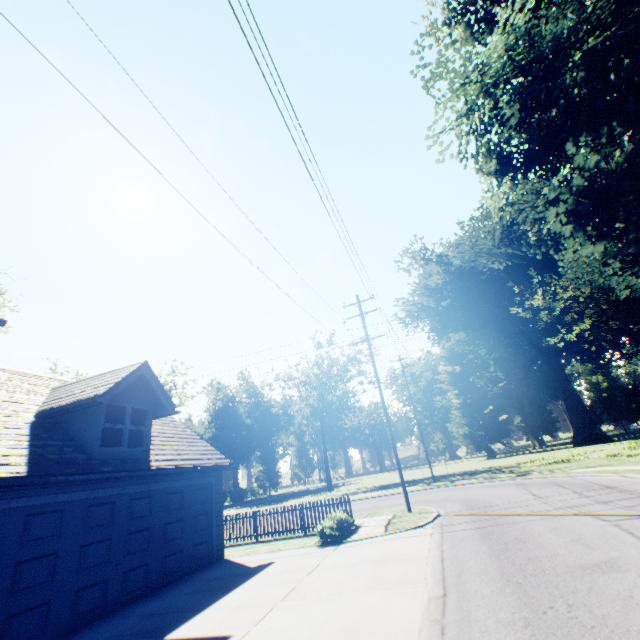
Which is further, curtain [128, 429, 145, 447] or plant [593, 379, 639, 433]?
plant [593, 379, 639, 433]

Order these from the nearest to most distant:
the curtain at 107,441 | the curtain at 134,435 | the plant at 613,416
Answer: the curtain at 107,441 < the curtain at 134,435 < the plant at 613,416

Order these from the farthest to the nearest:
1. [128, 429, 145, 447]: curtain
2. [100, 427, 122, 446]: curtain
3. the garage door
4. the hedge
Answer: the hedge → [128, 429, 145, 447]: curtain → [100, 427, 122, 446]: curtain → the garage door

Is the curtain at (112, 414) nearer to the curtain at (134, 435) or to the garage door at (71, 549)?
the curtain at (134, 435)

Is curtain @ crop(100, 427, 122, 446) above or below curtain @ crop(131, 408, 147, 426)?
below

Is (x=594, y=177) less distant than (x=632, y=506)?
No

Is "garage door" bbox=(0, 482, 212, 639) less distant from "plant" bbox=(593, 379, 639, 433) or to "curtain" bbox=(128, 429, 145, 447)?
"curtain" bbox=(128, 429, 145, 447)

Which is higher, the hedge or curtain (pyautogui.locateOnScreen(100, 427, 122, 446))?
curtain (pyautogui.locateOnScreen(100, 427, 122, 446))
